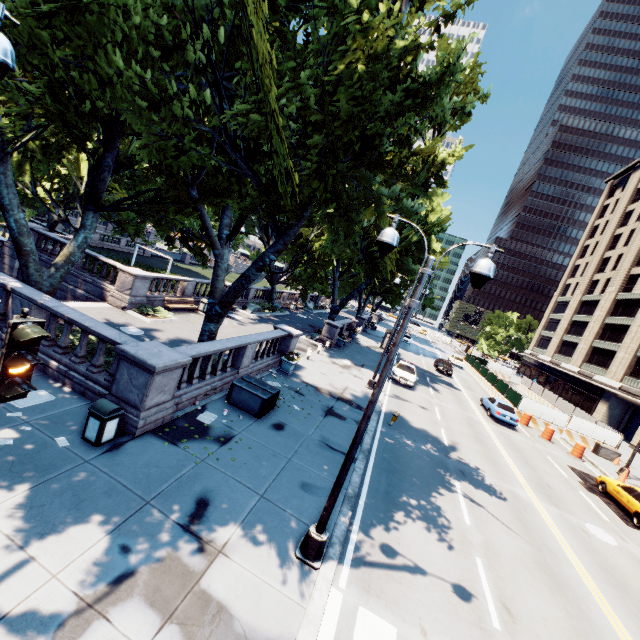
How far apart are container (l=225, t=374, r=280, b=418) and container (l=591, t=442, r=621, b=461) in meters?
28.1

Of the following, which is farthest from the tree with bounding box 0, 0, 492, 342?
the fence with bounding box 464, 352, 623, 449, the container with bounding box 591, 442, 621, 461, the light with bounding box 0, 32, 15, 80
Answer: the container with bounding box 591, 442, 621, 461

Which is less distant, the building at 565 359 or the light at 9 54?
the light at 9 54

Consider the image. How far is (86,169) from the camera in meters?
13.6 m

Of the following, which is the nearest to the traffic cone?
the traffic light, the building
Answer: the building

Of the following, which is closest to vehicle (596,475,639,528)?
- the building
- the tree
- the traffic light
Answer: the building

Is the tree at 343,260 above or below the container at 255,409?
above

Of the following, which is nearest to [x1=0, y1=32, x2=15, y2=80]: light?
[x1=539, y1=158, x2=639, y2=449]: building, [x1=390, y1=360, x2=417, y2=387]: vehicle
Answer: [x1=390, y1=360, x2=417, y2=387]: vehicle
